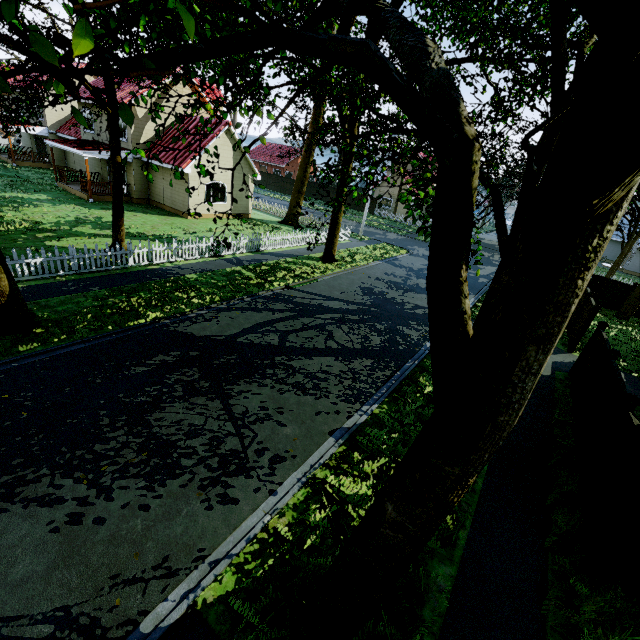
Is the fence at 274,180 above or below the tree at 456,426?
below

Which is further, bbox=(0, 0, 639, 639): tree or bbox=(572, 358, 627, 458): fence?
bbox=(572, 358, 627, 458): fence

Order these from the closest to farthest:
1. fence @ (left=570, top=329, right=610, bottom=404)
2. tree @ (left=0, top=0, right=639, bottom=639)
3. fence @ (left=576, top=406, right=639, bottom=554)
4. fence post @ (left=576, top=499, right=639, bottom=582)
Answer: tree @ (left=0, top=0, right=639, bottom=639), fence post @ (left=576, top=499, right=639, bottom=582), fence @ (left=576, top=406, right=639, bottom=554), fence @ (left=570, top=329, right=610, bottom=404)

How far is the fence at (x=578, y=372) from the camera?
9.64m

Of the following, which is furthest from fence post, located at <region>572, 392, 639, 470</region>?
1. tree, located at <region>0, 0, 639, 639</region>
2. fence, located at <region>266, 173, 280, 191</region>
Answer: tree, located at <region>0, 0, 639, 639</region>

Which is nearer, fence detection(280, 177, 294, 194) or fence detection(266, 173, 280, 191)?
fence detection(280, 177, 294, 194)

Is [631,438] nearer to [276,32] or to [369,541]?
[369,541]
